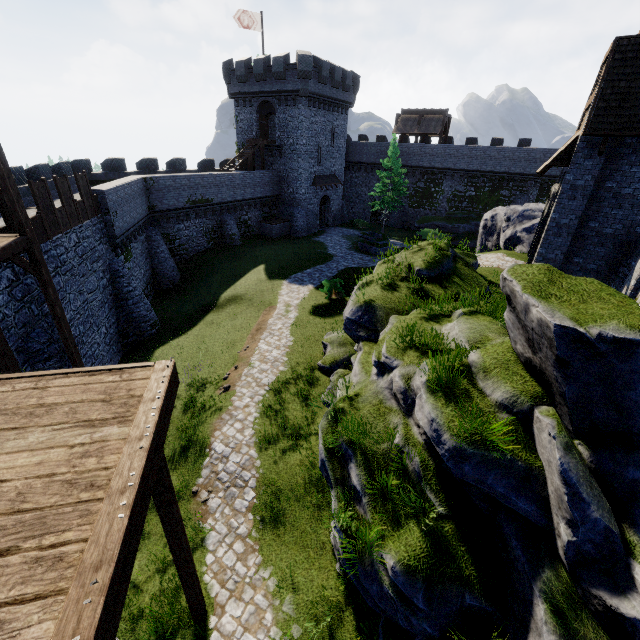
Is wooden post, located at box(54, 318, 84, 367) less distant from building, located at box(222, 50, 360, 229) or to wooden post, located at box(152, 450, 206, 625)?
wooden post, located at box(152, 450, 206, 625)

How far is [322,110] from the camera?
35.3m

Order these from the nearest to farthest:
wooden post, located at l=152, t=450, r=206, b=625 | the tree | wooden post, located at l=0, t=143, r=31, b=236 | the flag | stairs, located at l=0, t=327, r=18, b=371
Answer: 1. wooden post, located at l=152, t=450, r=206, b=625
2. stairs, located at l=0, t=327, r=18, b=371
3. wooden post, located at l=0, t=143, r=31, b=236
4. the flag
5. the tree

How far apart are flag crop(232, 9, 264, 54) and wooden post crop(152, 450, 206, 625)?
40.7m

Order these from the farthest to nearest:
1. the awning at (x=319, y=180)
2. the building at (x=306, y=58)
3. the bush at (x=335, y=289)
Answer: the awning at (x=319, y=180) → the building at (x=306, y=58) → the bush at (x=335, y=289)

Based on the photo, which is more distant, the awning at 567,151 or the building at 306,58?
the building at 306,58

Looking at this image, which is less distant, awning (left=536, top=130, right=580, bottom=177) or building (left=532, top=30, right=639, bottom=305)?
building (left=532, top=30, right=639, bottom=305)

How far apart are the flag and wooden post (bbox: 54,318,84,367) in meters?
34.6
